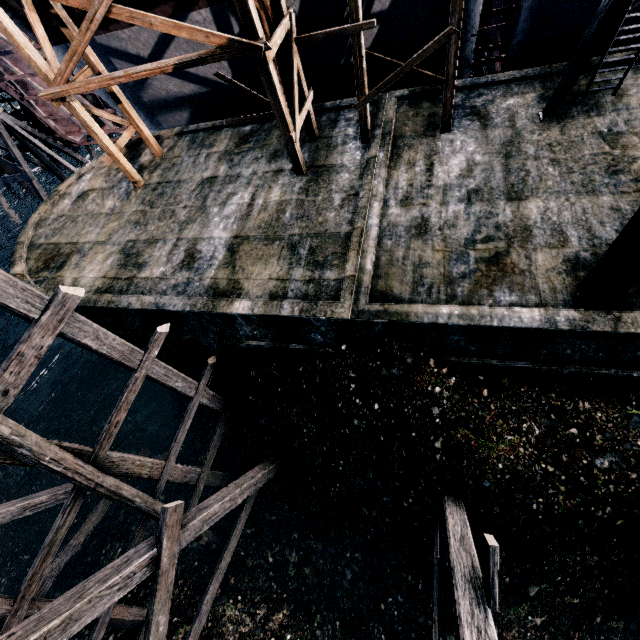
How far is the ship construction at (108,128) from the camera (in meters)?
20.99

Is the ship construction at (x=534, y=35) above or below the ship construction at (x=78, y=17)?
below

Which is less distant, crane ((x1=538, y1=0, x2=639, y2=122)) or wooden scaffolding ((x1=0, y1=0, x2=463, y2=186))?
crane ((x1=538, y1=0, x2=639, y2=122))

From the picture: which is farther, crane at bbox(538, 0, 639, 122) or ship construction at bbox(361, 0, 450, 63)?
ship construction at bbox(361, 0, 450, 63)

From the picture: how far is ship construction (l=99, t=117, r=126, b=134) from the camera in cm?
2099

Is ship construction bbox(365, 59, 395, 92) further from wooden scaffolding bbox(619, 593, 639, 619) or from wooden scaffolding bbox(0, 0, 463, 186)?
wooden scaffolding bbox(619, 593, 639, 619)

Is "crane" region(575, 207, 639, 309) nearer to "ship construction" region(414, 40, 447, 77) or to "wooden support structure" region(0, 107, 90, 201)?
"ship construction" region(414, 40, 447, 77)

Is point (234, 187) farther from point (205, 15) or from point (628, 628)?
point (628, 628)
